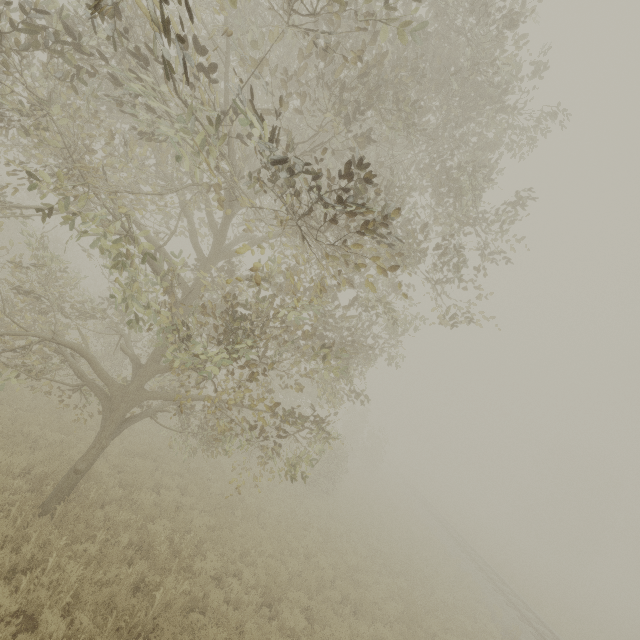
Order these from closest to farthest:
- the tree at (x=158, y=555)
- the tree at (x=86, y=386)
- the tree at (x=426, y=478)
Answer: the tree at (x=86, y=386) < the tree at (x=158, y=555) < the tree at (x=426, y=478)

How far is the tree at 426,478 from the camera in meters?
52.8

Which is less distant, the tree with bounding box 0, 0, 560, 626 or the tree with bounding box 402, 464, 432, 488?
the tree with bounding box 0, 0, 560, 626

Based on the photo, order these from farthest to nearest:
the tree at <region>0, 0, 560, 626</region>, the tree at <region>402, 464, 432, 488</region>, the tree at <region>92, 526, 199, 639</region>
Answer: the tree at <region>402, 464, 432, 488</region> < the tree at <region>92, 526, 199, 639</region> < the tree at <region>0, 0, 560, 626</region>

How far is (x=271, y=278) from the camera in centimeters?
→ 642cm

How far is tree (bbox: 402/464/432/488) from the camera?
52.75m

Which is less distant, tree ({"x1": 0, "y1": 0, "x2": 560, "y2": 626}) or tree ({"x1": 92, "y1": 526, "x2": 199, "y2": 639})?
tree ({"x1": 0, "y1": 0, "x2": 560, "y2": 626})
